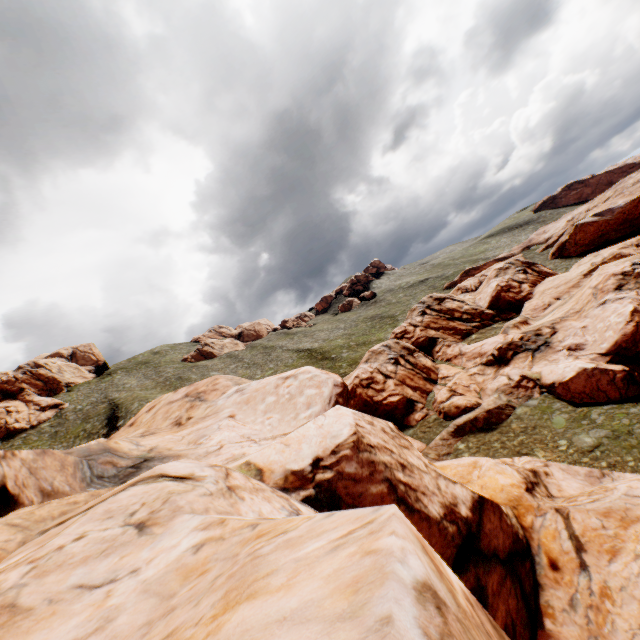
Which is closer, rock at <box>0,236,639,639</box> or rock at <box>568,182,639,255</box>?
rock at <box>0,236,639,639</box>

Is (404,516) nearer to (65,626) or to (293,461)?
(65,626)

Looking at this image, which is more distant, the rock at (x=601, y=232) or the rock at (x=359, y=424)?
the rock at (x=601, y=232)
